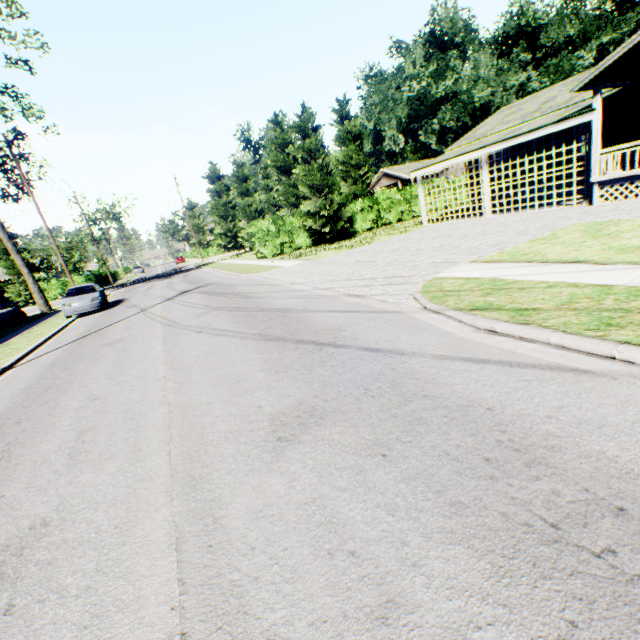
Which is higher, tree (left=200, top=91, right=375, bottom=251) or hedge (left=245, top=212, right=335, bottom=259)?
tree (left=200, top=91, right=375, bottom=251)

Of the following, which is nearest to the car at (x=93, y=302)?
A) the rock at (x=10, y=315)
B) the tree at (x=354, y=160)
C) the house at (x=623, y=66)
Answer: the rock at (x=10, y=315)

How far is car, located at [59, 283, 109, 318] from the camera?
17.2 meters

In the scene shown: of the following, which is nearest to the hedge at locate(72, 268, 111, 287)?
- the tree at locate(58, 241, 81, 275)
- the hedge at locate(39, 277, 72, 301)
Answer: the hedge at locate(39, 277, 72, 301)

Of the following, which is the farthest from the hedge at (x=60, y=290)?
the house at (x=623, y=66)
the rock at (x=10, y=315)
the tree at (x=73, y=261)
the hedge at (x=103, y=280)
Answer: the house at (x=623, y=66)

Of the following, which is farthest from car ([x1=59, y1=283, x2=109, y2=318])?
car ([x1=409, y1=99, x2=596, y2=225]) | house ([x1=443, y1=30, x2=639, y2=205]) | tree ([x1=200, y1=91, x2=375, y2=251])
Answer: house ([x1=443, y1=30, x2=639, y2=205])

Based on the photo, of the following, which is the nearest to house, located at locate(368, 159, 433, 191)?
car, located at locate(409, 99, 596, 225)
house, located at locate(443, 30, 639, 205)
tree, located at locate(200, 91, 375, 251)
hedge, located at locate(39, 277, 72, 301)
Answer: tree, located at locate(200, 91, 375, 251)

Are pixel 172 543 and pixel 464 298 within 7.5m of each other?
yes
